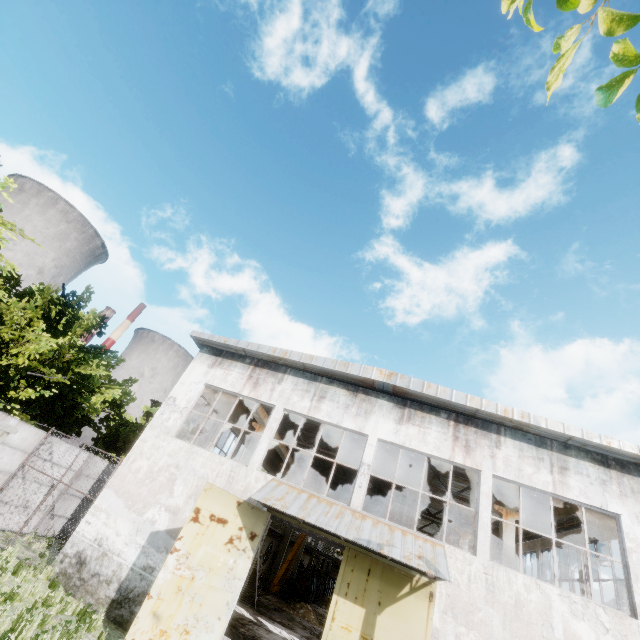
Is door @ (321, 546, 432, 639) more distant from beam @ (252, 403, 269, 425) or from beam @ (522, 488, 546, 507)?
beam @ (252, 403, 269, 425)

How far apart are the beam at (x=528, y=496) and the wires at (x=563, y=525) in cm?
244

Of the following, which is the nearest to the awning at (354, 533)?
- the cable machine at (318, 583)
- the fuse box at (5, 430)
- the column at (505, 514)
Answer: the column at (505, 514)

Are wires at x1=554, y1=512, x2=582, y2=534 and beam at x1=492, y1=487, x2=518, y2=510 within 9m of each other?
yes

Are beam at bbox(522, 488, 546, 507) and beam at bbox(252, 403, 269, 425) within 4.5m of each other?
no

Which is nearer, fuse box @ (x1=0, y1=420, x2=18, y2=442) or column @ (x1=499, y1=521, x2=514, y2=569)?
fuse box @ (x1=0, y1=420, x2=18, y2=442)

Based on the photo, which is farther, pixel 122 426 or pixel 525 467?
pixel 122 426

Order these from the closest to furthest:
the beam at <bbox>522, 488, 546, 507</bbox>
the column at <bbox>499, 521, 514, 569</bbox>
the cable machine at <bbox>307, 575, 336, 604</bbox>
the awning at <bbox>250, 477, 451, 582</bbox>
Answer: the awning at <bbox>250, 477, 451, 582</bbox> < the beam at <bbox>522, 488, 546, 507</bbox> < the column at <bbox>499, 521, 514, 569</bbox> < the cable machine at <bbox>307, 575, 336, 604</bbox>
